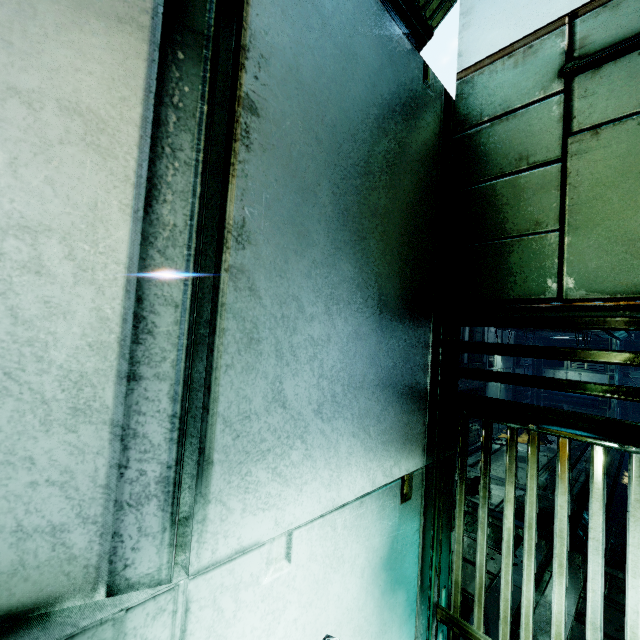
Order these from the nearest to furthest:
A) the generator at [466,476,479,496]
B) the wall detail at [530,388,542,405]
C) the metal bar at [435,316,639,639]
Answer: the metal bar at [435,316,639,639]
the generator at [466,476,479,496]
the wall detail at [530,388,542,405]

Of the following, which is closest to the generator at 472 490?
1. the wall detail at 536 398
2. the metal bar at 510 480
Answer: the metal bar at 510 480

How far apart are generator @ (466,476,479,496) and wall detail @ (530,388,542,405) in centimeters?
1136cm

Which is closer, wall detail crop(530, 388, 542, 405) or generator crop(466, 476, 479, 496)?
generator crop(466, 476, 479, 496)

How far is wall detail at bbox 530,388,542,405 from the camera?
16.6m

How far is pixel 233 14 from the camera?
1.19m

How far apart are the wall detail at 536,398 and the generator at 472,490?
11.4 meters

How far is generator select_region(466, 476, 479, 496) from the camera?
7.1 meters
